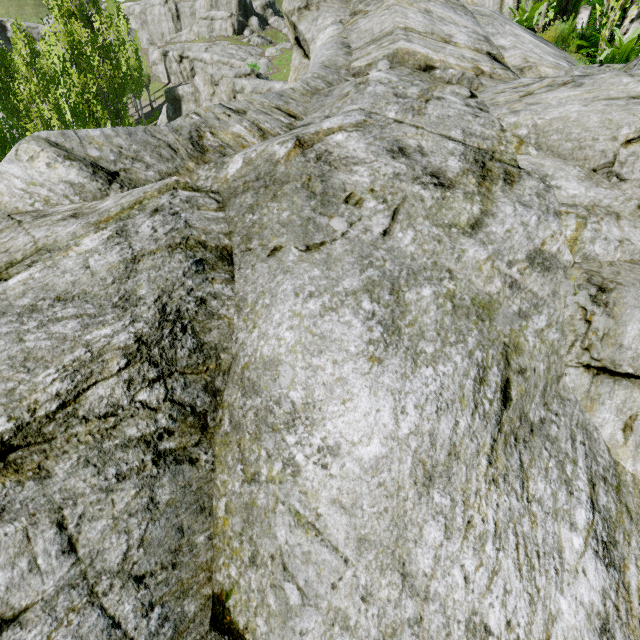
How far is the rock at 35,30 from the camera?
53.9m

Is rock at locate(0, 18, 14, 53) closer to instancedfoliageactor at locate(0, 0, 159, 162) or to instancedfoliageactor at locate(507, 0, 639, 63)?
instancedfoliageactor at locate(0, 0, 159, 162)

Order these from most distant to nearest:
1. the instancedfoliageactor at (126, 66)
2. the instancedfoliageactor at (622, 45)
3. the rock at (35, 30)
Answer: the rock at (35, 30) → the instancedfoliageactor at (126, 66) → the instancedfoliageactor at (622, 45)

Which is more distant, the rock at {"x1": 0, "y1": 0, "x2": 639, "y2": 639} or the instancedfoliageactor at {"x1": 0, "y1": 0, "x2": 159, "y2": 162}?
the instancedfoliageactor at {"x1": 0, "y1": 0, "x2": 159, "y2": 162}

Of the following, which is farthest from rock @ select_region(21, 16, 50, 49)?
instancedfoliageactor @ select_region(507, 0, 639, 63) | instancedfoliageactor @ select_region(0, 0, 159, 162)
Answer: instancedfoliageactor @ select_region(507, 0, 639, 63)

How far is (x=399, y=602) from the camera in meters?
1.4 m
